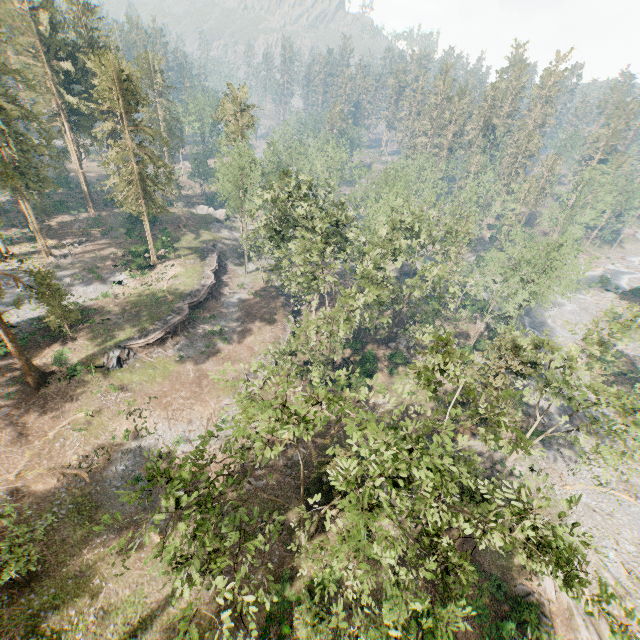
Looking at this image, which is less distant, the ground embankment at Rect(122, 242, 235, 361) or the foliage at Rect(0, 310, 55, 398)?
the foliage at Rect(0, 310, 55, 398)

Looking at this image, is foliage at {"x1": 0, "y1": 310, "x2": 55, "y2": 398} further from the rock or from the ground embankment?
the ground embankment

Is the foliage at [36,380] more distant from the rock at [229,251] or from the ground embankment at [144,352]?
the ground embankment at [144,352]

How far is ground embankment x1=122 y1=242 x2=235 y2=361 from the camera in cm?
3522

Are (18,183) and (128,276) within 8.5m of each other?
no

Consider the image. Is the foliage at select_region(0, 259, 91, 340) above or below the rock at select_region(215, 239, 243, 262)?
above
